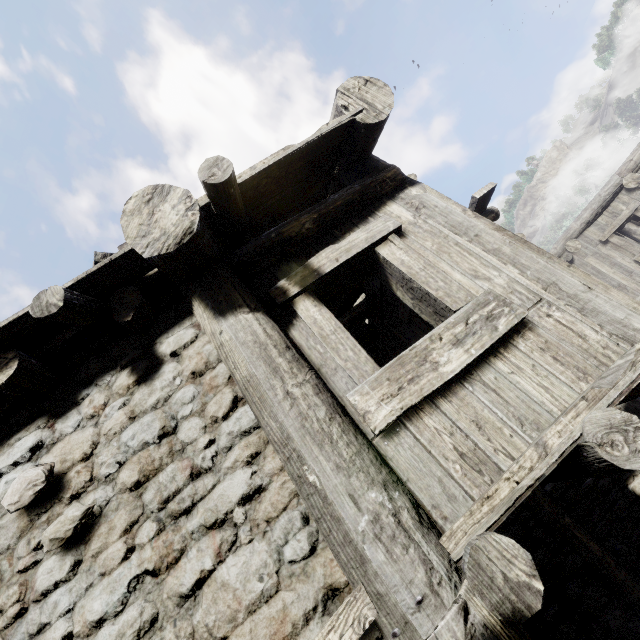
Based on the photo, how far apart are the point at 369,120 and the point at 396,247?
1.23m
